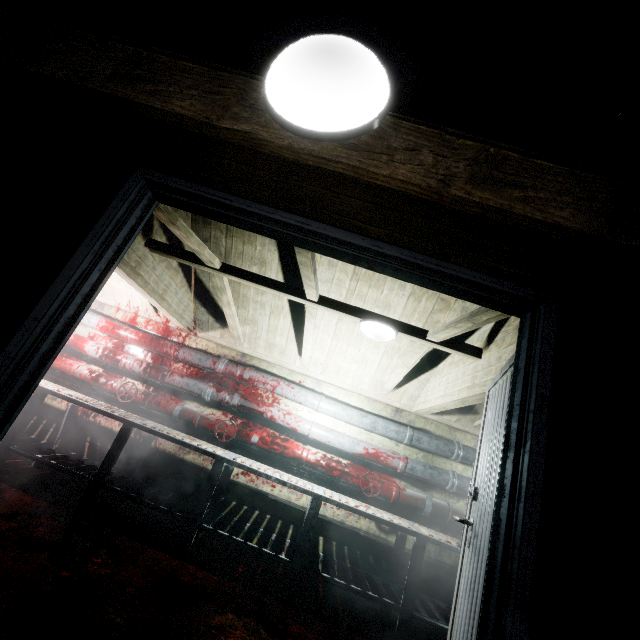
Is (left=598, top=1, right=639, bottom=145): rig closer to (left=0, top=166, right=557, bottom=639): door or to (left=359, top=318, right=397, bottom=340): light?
(left=0, top=166, right=557, bottom=639): door

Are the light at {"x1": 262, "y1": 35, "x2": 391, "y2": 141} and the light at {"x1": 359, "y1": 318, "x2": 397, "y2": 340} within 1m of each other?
no

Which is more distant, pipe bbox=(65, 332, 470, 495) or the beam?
pipe bbox=(65, 332, 470, 495)

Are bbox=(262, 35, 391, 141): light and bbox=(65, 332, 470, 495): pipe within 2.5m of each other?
no

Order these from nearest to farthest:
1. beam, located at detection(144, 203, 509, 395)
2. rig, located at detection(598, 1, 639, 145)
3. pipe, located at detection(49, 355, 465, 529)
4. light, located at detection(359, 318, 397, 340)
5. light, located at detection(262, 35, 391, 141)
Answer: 1. light, located at detection(262, 35, 391, 141)
2. rig, located at detection(598, 1, 639, 145)
3. beam, located at detection(144, 203, 509, 395)
4. light, located at detection(359, 318, 397, 340)
5. pipe, located at detection(49, 355, 465, 529)

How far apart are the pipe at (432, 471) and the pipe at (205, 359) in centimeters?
11cm

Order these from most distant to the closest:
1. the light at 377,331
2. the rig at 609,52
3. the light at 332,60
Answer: the light at 377,331, the rig at 609,52, the light at 332,60

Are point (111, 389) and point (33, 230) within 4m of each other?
yes
